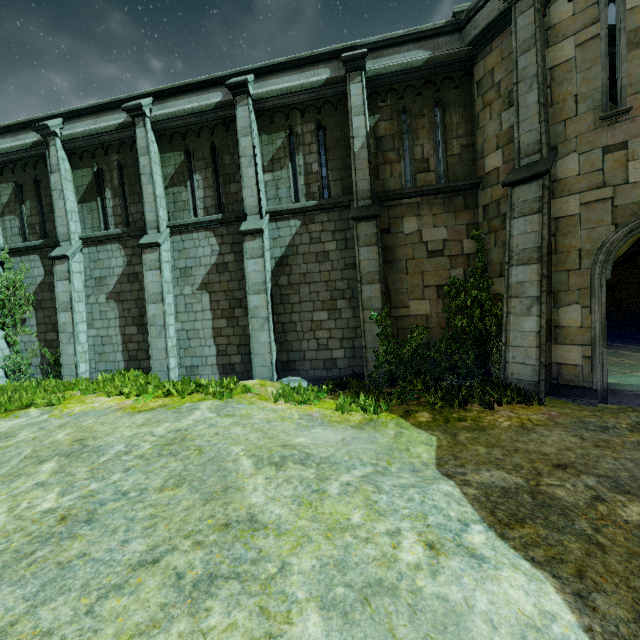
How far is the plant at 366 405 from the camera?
7.5 meters

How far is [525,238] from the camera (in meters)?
7.75

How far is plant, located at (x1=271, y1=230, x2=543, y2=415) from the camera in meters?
7.5
